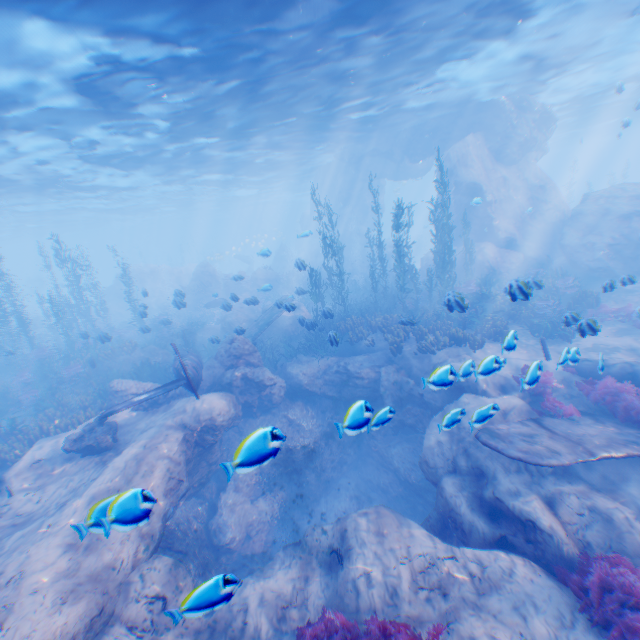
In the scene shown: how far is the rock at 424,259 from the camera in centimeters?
2475cm

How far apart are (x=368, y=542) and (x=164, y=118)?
20.0 meters

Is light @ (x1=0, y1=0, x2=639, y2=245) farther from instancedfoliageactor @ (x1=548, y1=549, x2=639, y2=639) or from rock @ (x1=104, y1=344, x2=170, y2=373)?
instancedfoliageactor @ (x1=548, y1=549, x2=639, y2=639)

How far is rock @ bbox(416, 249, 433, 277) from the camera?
24.8 meters

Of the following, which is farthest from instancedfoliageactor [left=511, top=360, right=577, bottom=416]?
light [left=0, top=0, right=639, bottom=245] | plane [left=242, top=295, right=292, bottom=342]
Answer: light [left=0, top=0, right=639, bottom=245]

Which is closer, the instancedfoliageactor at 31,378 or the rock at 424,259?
the instancedfoliageactor at 31,378
